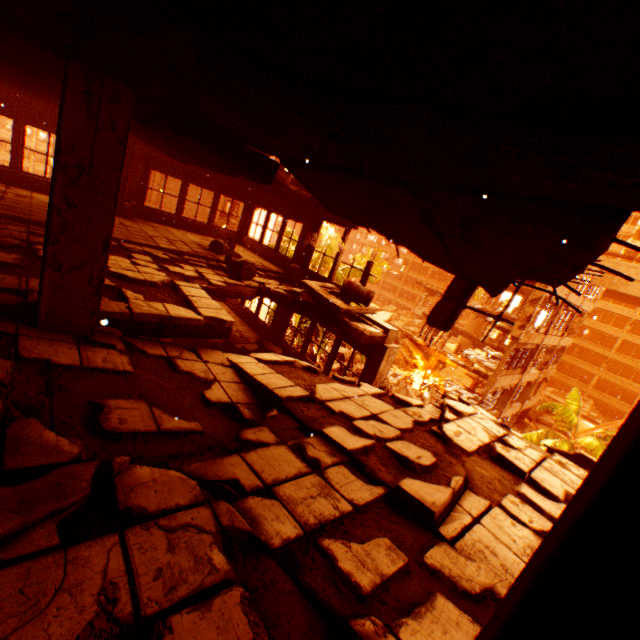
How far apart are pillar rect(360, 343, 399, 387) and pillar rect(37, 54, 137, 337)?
6.62m

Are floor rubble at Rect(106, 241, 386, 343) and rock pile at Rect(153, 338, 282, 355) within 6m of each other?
Result: yes

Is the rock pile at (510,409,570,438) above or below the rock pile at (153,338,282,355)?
below

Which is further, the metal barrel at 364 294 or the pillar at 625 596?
the metal barrel at 364 294

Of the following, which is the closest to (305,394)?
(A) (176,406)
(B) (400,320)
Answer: (A) (176,406)

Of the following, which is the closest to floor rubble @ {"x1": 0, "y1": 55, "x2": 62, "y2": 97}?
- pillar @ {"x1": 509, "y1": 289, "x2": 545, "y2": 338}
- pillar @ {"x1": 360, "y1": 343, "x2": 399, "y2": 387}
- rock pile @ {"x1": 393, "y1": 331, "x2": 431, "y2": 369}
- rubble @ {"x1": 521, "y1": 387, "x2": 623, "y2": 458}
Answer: rubble @ {"x1": 521, "y1": 387, "x2": 623, "y2": 458}

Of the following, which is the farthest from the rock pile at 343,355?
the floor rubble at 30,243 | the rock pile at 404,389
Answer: the floor rubble at 30,243

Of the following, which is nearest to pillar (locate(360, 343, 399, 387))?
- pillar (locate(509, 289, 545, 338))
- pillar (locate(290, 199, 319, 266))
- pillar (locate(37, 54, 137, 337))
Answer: pillar (locate(290, 199, 319, 266))
